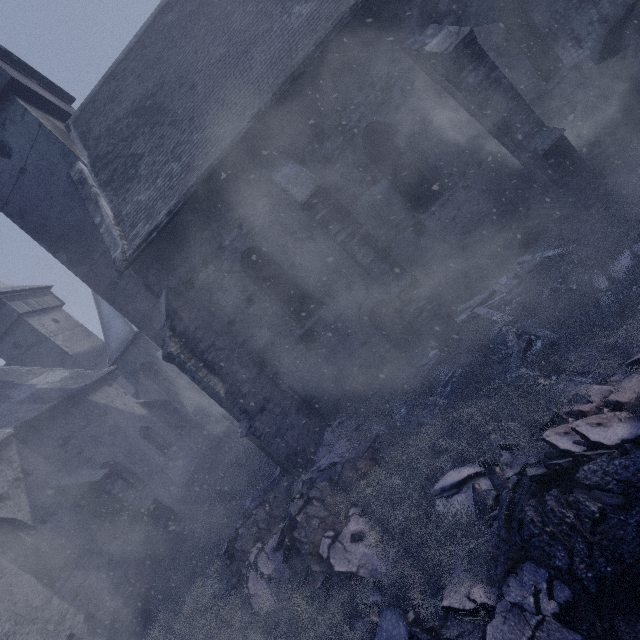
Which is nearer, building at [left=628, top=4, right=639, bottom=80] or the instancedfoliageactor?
the instancedfoliageactor

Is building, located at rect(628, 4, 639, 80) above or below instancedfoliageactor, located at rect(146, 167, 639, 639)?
above

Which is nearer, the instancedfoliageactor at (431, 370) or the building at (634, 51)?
the instancedfoliageactor at (431, 370)

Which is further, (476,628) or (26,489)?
(26,489)
